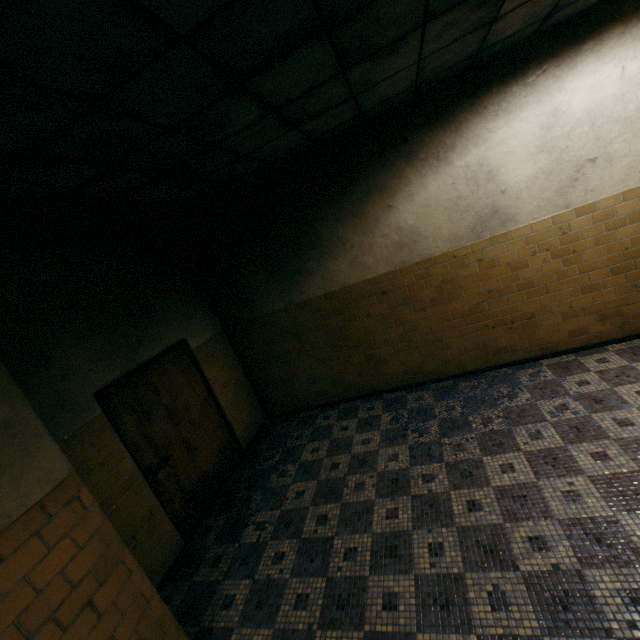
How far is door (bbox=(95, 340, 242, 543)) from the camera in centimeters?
377cm

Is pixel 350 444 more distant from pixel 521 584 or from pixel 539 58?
pixel 539 58

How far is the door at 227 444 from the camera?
3.77m
